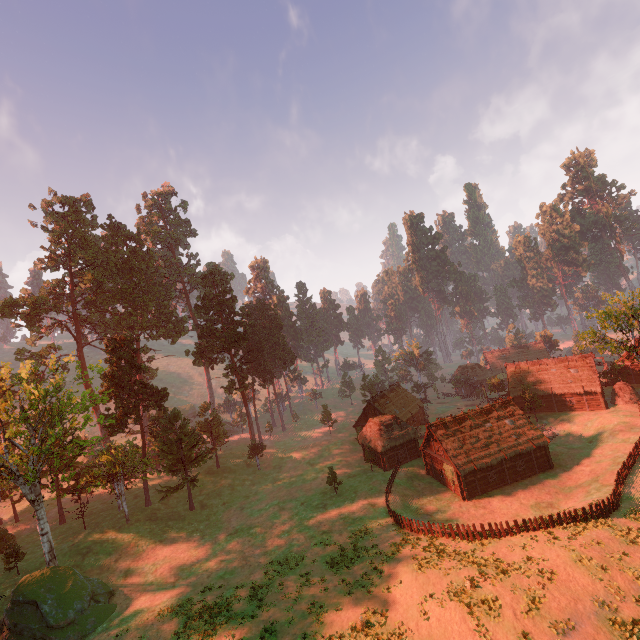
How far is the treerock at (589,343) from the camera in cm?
4519

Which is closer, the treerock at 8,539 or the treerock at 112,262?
the treerock at 8,539

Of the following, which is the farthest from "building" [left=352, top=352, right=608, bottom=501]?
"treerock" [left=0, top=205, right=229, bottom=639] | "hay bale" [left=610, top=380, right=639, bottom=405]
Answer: "hay bale" [left=610, top=380, right=639, bottom=405]

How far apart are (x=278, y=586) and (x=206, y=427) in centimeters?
3232cm

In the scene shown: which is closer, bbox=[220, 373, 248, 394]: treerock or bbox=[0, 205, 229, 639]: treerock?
bbox=[0, 205, 229, 639]: treerock

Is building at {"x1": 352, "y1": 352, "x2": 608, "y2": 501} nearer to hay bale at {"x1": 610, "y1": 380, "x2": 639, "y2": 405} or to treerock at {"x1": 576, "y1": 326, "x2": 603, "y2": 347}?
treerock at {"x1": 576, "y1": 326, "x2": 603, "y2": 347}

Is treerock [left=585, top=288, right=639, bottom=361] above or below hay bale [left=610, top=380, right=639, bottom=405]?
above
